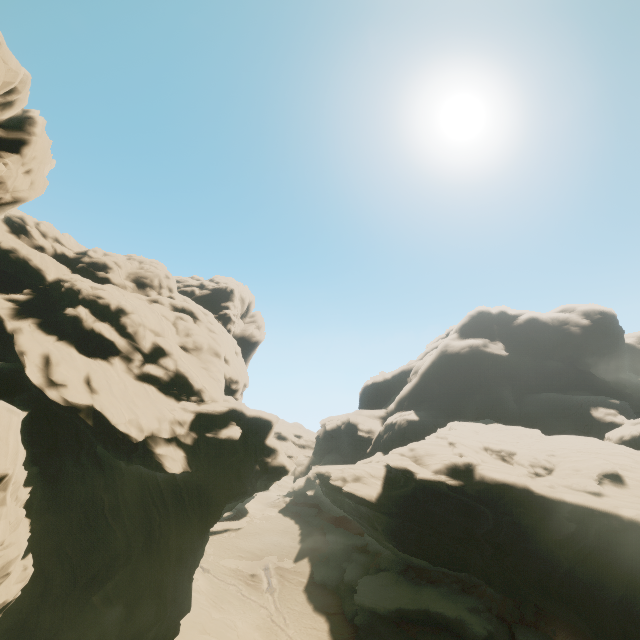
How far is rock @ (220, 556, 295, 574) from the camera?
44.4m

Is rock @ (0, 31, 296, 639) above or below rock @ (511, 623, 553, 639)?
above

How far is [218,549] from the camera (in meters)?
48.25

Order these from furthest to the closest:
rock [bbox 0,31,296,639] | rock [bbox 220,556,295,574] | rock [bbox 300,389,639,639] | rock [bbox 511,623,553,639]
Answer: rock [bbox 220,556,295,574]
rock [bbox 511,623,553,639]
rock [bbox 300,389,639,639]
rock [bbox 0,31,296,639]

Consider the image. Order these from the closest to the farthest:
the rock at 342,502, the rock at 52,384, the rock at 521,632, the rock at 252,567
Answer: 1. the rock at 52,384
2. the rock at 342,502
3. the rock at 521,632
4. the rock at 252,567

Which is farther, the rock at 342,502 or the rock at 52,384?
the rock at 342,502
